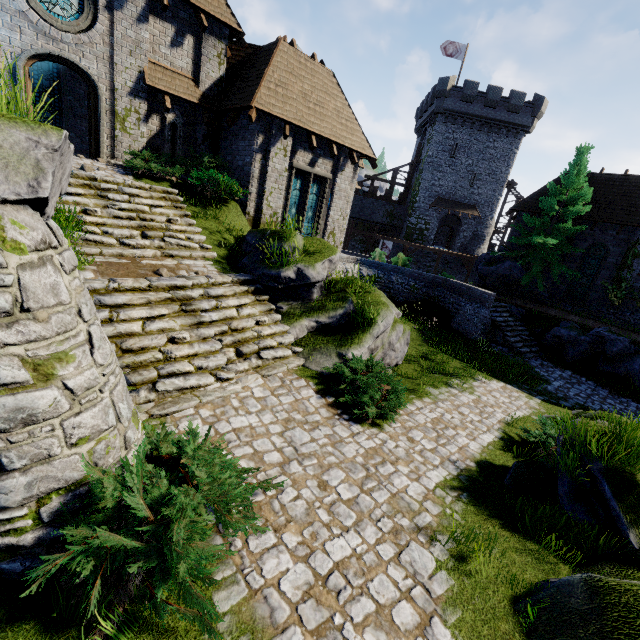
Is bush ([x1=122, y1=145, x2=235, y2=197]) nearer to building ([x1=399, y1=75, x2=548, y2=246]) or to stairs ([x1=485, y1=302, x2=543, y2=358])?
stairs ([x1=485, y1=302, x2=543, y2=358])

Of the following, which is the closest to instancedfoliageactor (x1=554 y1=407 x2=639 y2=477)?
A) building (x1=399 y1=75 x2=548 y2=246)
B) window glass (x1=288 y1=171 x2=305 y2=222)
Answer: window glass (x1=288 y1=171 x2=305 y2=222)

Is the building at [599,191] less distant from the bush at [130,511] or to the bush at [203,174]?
Answer: the bush at [203,174]

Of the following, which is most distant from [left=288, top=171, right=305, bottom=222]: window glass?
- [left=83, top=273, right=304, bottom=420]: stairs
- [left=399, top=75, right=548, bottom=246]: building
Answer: [left=399, top=75, right=548, bottom=246]: building

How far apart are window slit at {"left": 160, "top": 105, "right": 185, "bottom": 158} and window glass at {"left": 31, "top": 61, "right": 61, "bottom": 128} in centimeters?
638cm

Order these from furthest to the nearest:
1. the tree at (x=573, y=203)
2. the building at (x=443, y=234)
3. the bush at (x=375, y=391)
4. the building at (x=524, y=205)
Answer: the building at (x=443, y=234) < the building at (x=524, y=205) < the tree at (x=573, y=203) < the bush at (x=375, y=391)

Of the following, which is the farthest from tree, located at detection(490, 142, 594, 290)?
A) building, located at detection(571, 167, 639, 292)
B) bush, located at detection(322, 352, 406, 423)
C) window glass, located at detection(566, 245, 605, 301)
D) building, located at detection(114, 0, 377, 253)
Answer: bush, located at detection(322, 352, 406, 423)

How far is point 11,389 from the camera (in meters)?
2.83
